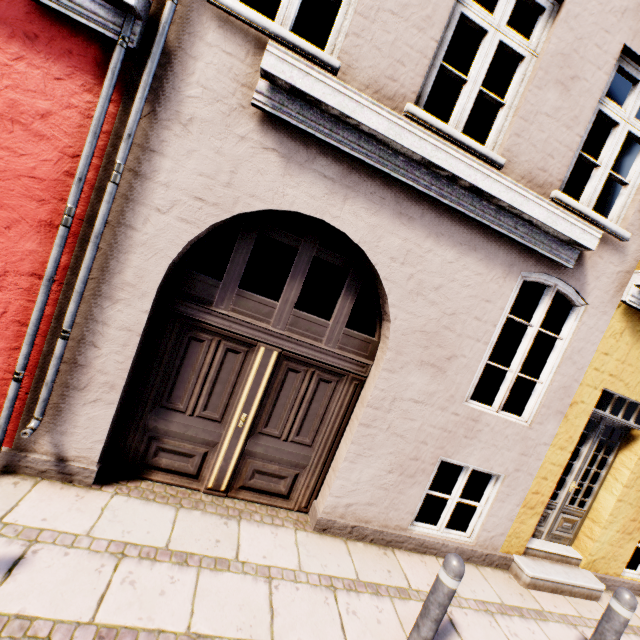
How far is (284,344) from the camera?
3.6 meters
